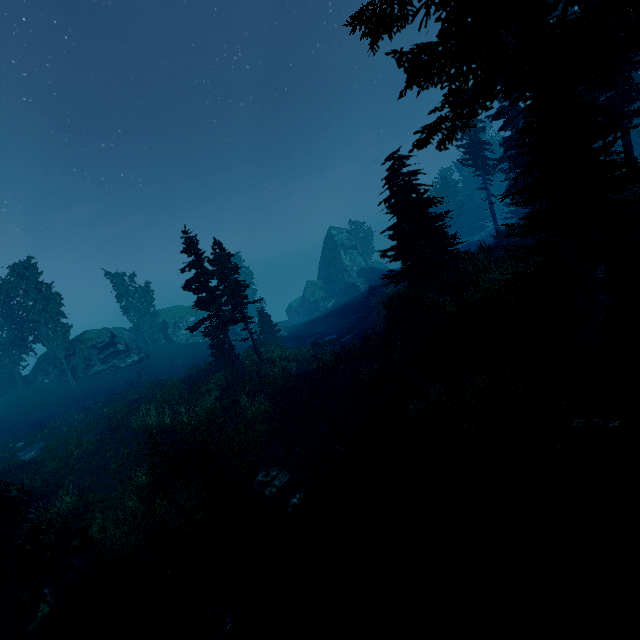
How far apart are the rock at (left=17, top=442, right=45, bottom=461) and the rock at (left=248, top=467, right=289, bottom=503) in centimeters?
1754cm

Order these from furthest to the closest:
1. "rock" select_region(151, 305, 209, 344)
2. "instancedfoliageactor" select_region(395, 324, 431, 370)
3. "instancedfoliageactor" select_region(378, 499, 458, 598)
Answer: "rock" select_region(151, 305, 209, 344) → "instancedfoliageactor" select_region(395, 324, 431, 370) → "instancedfoliageactor" select_region(378, 499, 458, 598)

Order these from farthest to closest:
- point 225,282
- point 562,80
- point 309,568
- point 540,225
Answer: point 225,282, point 309,568, point 540,225, point 562,80

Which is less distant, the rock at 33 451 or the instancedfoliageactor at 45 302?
the rock at 33 451

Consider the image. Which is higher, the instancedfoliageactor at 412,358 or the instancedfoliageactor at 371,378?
the instancedfoliageactor at 412,358

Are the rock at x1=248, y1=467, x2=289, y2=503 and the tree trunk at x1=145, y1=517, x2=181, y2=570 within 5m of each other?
yes

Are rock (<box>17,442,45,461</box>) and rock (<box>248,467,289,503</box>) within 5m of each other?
no

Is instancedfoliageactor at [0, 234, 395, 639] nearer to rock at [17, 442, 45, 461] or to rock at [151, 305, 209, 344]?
rock at [151, 305, 209, 344]
